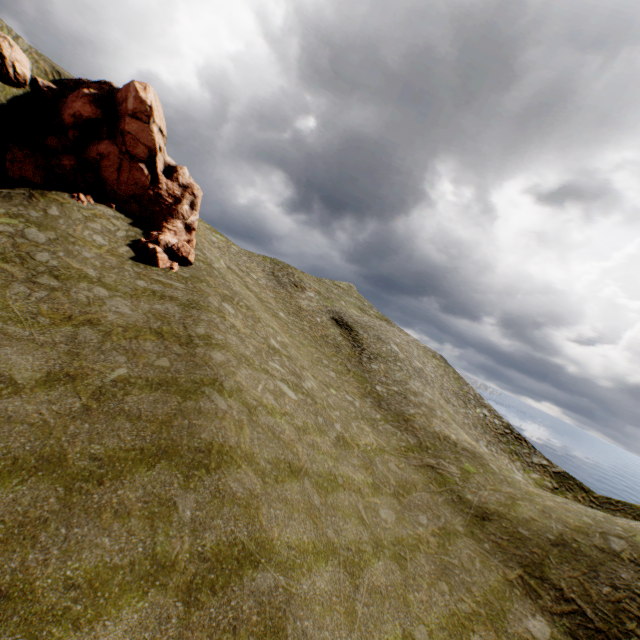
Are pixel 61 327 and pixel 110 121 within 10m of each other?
no
